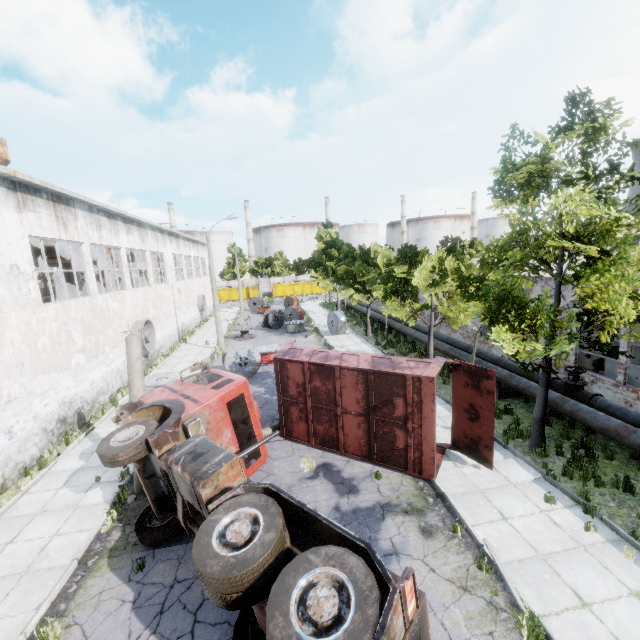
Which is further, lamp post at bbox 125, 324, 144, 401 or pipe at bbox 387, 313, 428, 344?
pipe at bbox 387, 313, 428, 344

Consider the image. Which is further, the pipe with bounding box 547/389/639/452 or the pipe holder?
the pipe holder

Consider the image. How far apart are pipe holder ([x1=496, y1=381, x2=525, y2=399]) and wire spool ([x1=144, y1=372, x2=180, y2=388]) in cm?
1495

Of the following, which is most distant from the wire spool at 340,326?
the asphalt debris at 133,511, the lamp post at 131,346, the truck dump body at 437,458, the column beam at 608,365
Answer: the asphalt debris at 133,511

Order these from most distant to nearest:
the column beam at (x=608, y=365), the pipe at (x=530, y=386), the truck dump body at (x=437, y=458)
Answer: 1. the column beam at (x=608, y=365)
2. the pipe at (x=530, y=386)
3. the truck dump body at (x=437, y=458)

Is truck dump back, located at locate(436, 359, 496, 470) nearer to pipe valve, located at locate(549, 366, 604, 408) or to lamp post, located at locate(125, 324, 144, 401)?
pipe valve, located at locate(549, 366, 604, 408)

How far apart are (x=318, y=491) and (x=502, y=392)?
9.4 meters

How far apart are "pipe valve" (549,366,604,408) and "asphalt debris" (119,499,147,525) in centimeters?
1415cm
